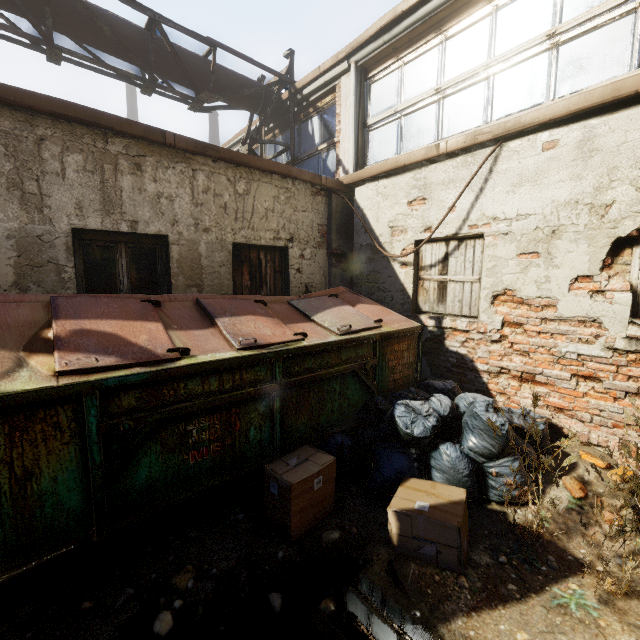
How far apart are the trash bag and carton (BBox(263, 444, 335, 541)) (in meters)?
0.32

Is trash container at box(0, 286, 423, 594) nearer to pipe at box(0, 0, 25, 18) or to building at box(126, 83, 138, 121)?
pipe at box(0, 0, 25, 18)

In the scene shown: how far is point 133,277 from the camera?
4.08m

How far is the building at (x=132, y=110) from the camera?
29.3 meters

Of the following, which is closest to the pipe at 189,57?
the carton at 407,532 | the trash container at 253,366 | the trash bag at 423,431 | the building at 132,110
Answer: the trash container at 253,366

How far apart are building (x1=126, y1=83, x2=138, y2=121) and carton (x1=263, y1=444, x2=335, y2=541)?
35.8 meters

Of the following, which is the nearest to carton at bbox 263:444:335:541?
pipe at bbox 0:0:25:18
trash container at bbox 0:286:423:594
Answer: trash container at bbox 0:286:423:594

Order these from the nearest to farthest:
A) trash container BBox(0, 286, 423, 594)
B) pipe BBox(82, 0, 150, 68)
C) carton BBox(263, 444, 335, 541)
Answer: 1. trash container BBox(0, 286, 423, 594)
2. carton BBox(263, 444, 335, 541)
3. pipe BBox(82, 0, 150, 68)
